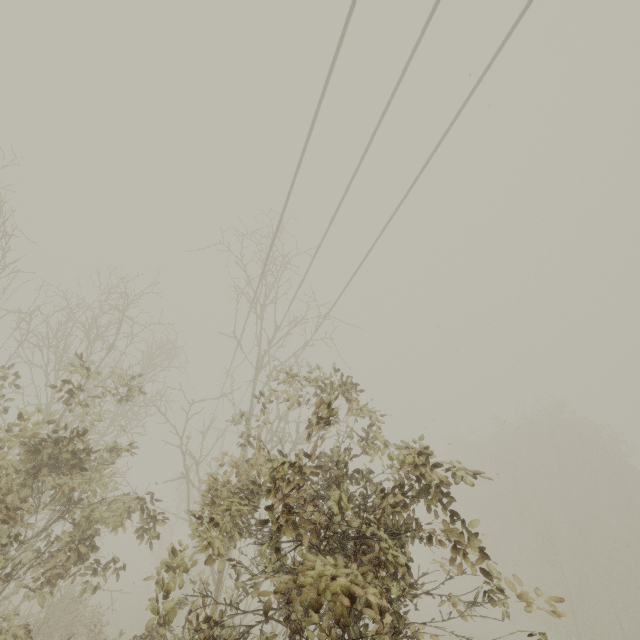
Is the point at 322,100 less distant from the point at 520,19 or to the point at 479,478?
the point at 520,19
